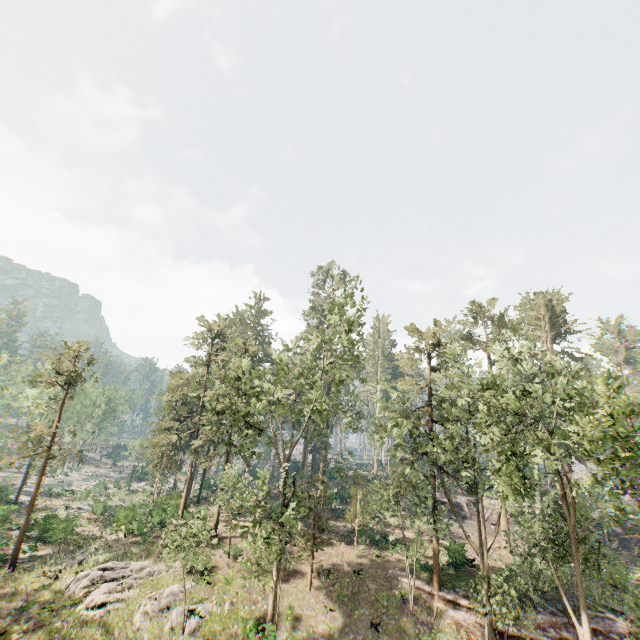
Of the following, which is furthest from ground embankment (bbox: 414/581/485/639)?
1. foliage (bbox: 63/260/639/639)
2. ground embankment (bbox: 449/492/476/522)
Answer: ground embankment (bbox: 449/492/476/522)

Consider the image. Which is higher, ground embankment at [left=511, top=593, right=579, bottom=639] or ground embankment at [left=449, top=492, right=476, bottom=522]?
ground embankment at [left=449, top=492, right=476, bottom=522]

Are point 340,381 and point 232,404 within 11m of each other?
yes

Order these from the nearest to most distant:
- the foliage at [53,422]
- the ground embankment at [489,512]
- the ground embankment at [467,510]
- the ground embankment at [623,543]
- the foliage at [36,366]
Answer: the foliage at [53,422] < the foliage at [36,366] < the ground embankment at [623,543] < the ground embankment at [489,512] < the ground embankment at [467,510]

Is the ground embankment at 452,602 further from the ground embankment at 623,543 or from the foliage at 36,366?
the ground embankment at 623,543

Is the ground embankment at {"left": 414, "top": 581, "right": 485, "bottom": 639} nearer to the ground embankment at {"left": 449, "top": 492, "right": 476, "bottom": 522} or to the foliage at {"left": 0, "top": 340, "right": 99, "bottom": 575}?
the foliage at {"left": 0, "top": 340, "right": 99, "bottom": 575}

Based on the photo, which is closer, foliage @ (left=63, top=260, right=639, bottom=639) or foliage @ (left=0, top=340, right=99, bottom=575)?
foliage @ (left=63, top=260, right=639, bottom=639)
